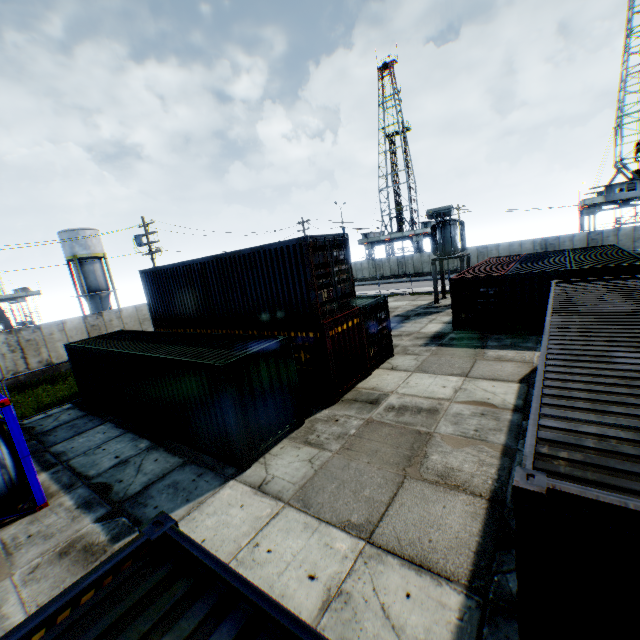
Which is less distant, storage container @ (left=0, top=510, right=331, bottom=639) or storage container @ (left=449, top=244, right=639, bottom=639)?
storage container @ (left=0, top=510, right=331, bottom=639)

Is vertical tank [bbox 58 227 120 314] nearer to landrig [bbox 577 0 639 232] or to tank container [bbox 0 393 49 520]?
tank container [bbox 0 393 49 520]

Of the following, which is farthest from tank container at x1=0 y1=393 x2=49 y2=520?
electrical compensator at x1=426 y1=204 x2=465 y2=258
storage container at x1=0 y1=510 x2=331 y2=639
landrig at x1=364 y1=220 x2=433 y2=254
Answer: landrig at x1=364 y1=220 x2=433 y2=254

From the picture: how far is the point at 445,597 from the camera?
4.84m

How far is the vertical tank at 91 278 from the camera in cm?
3753

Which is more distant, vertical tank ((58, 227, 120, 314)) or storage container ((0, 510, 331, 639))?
vertical tank ((58, 227, 120, 314))

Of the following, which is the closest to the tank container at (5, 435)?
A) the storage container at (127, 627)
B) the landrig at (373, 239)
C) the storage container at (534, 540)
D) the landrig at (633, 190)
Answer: the storage container at (127, 627)

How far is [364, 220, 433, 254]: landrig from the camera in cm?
5388
